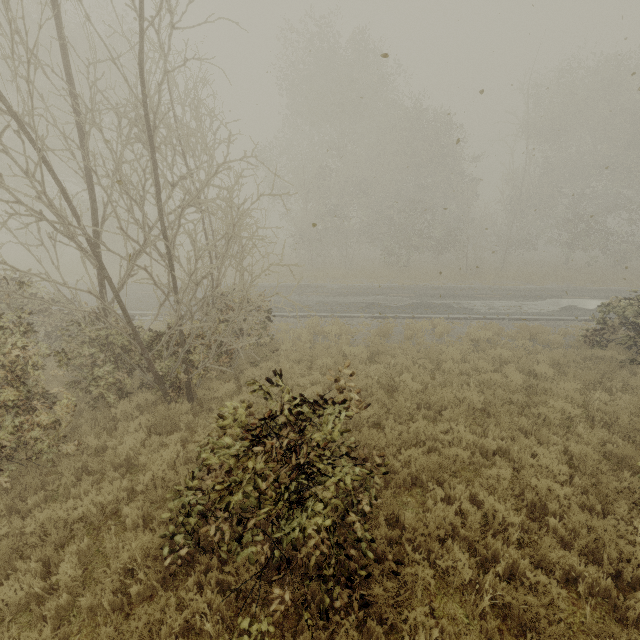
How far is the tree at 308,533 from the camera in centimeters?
328cm

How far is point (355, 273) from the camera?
25.5m

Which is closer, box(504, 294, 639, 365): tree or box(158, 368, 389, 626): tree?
box(158, 368, 389, 626): tree

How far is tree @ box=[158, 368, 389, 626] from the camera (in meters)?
3.28

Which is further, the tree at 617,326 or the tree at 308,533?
the tree at 617,326
